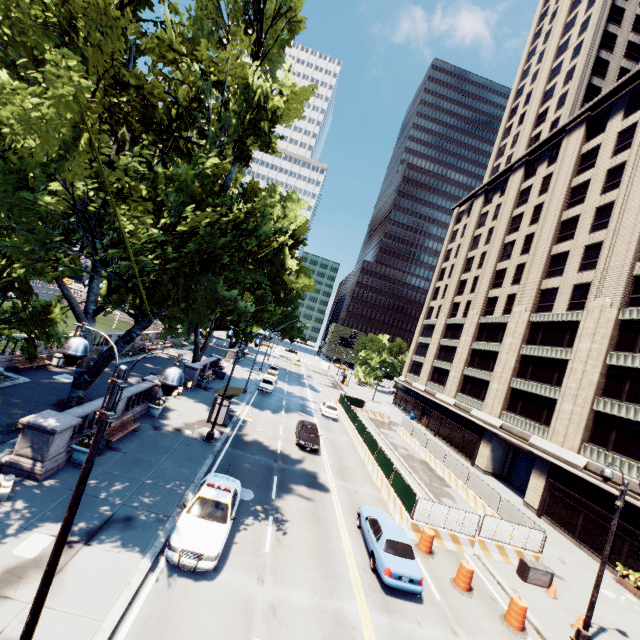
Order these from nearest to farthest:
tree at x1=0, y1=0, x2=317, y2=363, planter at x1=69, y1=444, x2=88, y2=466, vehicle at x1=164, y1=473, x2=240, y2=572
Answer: tree at x1=0, y1=0, x2=317, y2=363, vehicle at x1=164, y1=473, x2=240, y2=572, planter at x1=69, y1=444, x2=88, y2=466

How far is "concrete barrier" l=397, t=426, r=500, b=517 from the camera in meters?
23.6 m

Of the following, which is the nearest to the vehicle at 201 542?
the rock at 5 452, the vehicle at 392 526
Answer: the vehicle at 392 526

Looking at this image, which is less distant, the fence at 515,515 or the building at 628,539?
the fence at 515,515

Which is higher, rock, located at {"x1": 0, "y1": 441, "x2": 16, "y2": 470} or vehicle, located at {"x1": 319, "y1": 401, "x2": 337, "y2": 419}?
vehicle, located at {"x1": 319, "y1": 401, "x2": 337, "y2": 419}

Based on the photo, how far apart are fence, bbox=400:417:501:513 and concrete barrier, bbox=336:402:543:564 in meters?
0.0

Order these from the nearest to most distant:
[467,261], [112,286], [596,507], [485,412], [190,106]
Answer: [190,106], [596,507], [112,286], [485,412], [467,261]

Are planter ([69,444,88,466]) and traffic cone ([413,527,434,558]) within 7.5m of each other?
no
